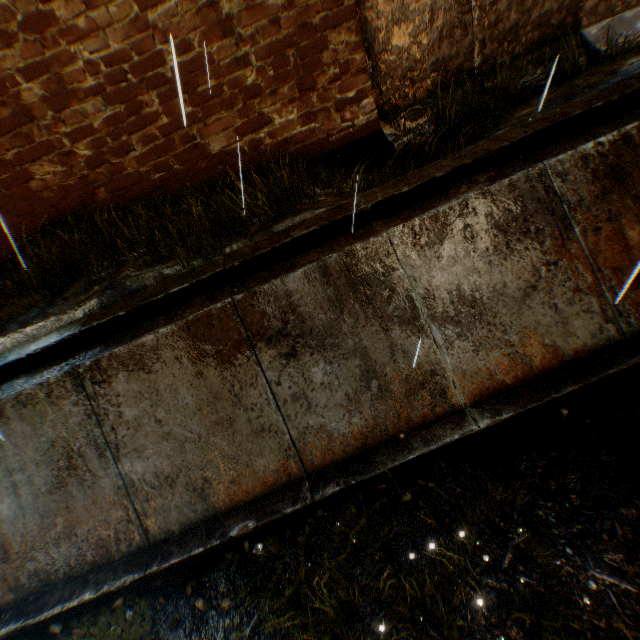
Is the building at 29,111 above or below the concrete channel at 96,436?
above

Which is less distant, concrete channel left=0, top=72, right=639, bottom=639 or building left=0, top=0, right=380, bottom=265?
concrete channel left=0, top=72, right=639, bottom=639

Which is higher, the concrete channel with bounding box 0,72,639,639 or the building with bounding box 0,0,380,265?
the building with bounding box 0,0,380,265

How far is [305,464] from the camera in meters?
4.0 m

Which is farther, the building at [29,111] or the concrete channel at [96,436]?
the building at [29,111]
